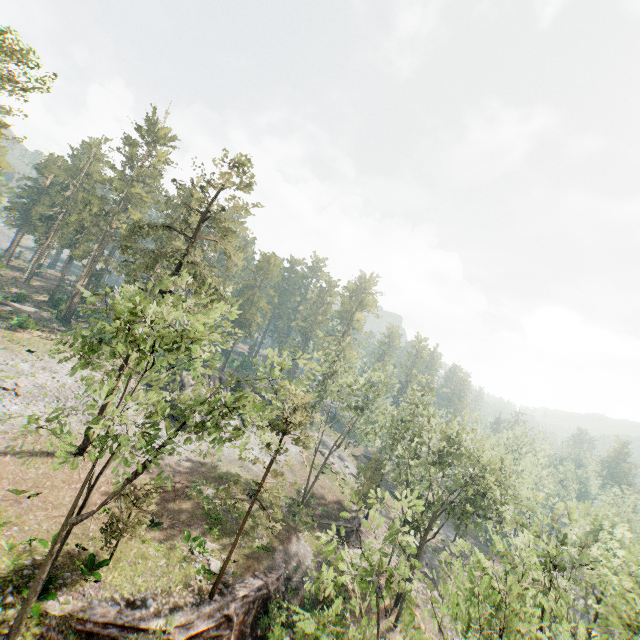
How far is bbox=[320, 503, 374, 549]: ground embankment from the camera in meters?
37.5 m

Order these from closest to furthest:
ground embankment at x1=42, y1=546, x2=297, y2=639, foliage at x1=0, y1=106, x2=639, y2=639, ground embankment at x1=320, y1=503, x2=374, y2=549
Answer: foliage at x1=0, y1=106, x2=639, y2=639, ground embankment at x1=42, y1=546, x2=297, y2=639, ground embankment at x1=320, y1=503, x2=374, y2=549

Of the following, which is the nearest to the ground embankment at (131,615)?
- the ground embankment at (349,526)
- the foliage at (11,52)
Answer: the foliage at (11,52)

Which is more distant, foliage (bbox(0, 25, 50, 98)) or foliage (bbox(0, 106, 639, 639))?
foliage (bbox(0, 25, 50, 98))

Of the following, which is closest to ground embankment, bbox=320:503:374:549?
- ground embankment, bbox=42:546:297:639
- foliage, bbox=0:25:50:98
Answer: foliage, bbox=0:25:50:98

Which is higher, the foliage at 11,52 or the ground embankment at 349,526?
the foliage at 11,52

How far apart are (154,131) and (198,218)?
16.2m
